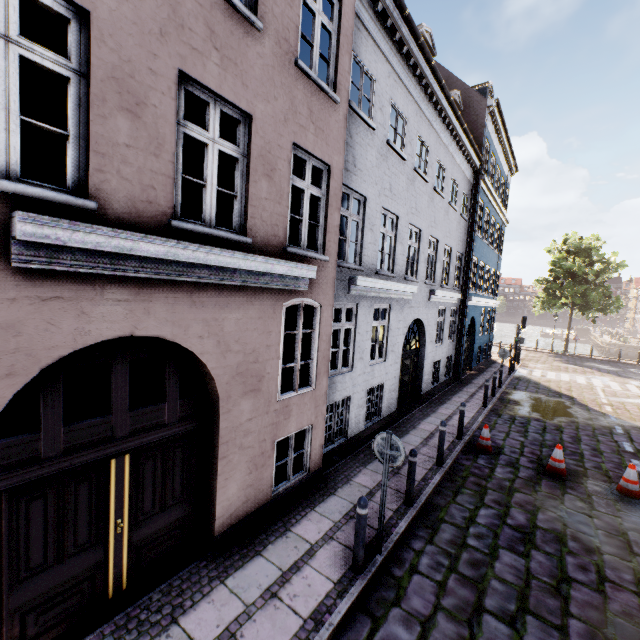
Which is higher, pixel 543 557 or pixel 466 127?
pixel 466 127

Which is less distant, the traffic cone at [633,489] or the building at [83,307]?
the building at [83,307]

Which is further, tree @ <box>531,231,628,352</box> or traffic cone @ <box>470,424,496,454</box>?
tree @ <box>531,231,628,352</box>

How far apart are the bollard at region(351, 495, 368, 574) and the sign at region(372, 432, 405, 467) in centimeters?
56cm

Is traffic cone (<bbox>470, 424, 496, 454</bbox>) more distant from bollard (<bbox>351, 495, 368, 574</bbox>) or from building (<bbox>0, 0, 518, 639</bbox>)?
bollard (<bbox>351, 495, 368, 574</bbox>)

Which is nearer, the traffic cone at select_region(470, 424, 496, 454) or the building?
the building

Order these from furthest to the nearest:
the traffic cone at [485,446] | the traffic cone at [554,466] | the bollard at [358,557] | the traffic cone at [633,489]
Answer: the traffic cone at [485,446], the traffic cone at [554,466], the traffic cone at [633,489], the bollard at [358,557]

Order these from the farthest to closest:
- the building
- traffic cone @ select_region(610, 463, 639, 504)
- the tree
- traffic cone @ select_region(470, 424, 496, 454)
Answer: the tree, traffic cone @ select_region(470, 424, 496, 454), traffic cone @ select_region(610, 463, 639, 504), the building
